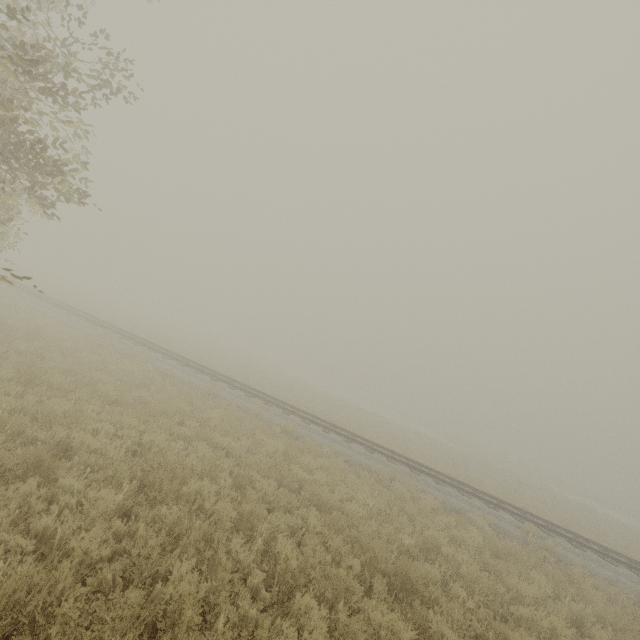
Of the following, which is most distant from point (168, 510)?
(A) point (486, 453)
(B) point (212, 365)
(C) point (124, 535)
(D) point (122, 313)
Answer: (A) point (486, 453)
